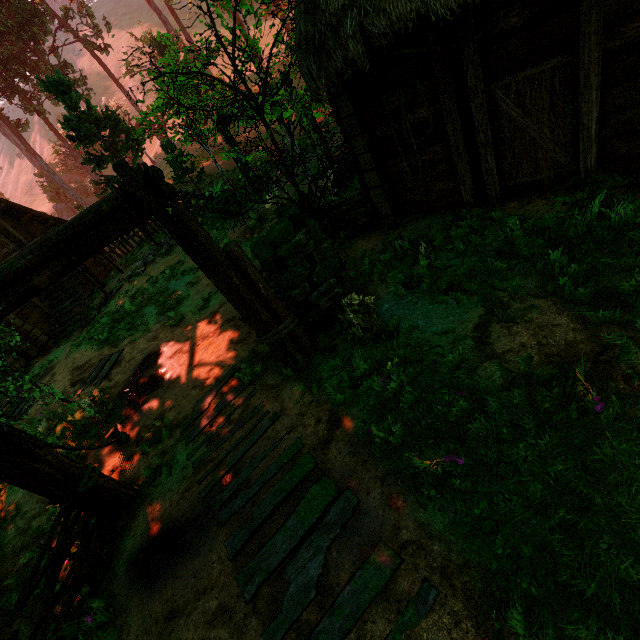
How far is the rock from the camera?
14.41m

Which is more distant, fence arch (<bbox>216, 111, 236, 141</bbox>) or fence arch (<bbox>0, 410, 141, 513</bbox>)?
fence arch (<bbox>216, 111, 236, 141</bbox>)

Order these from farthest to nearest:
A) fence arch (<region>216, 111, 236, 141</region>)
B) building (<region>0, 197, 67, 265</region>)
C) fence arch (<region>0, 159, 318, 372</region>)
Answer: building (<region>0, 197, 67, 265</region>), fence arch (<region>216, 111, 236, 141</region>), fence arch (<region>0, 159, 318, 372</region>)

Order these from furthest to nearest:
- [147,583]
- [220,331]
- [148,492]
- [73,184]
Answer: [73,184], [220,331], [148,492], [147,583]

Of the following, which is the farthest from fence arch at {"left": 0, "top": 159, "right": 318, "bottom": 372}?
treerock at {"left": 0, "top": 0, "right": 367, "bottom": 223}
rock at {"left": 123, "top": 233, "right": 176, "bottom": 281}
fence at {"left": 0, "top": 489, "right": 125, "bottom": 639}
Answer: rock at {"left": 123, "top": 233, "right": 176, "bottom": 281}

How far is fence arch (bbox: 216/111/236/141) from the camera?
13.3m

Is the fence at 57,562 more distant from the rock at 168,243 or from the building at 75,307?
the rock at 168,243

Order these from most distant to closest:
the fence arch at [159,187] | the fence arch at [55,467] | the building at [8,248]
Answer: the building at [8,248] < the fence arch at [55,467] < the fence arch at [159,187]
